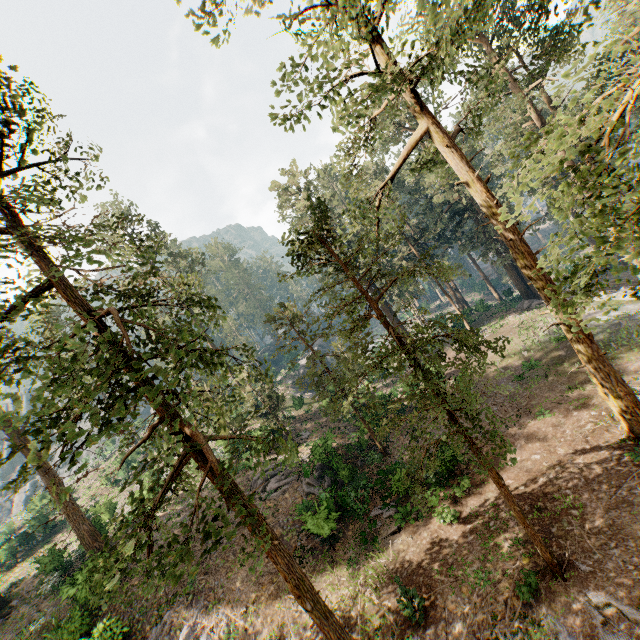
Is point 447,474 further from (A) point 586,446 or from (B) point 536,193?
(B) point 536,193

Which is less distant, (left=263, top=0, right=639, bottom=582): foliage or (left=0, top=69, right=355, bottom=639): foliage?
(left=263, top=0, right=639, bottom=582): foliage

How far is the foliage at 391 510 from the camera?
18.5m

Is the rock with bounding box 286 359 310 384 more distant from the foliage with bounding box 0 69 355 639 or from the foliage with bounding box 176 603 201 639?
the foliage with bounding box 176 603 201 639

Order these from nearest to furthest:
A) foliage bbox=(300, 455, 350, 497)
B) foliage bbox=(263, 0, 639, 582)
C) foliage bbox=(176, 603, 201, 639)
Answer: foliage bbox=(263, 0, 639, 582), foliage bbox=(176, 603, 201, 639), foliage bbox=(300, 455, 350, 497)

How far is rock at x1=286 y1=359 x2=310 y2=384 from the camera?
53.2 meters

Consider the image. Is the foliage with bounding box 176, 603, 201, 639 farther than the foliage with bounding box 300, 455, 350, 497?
No
